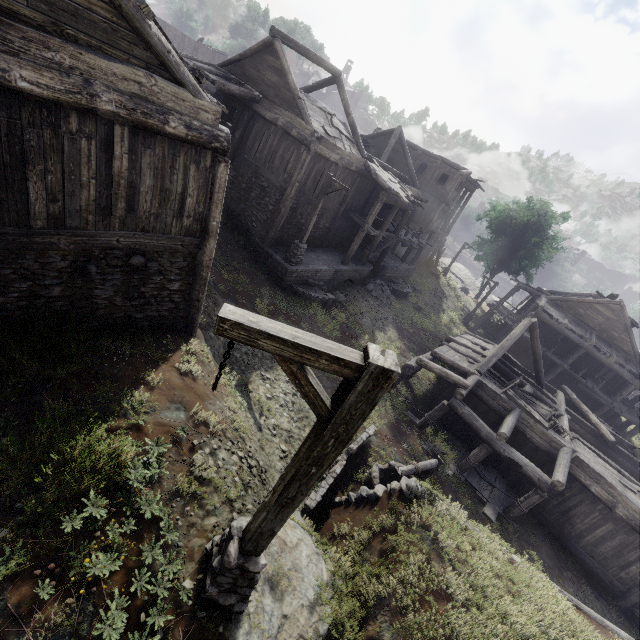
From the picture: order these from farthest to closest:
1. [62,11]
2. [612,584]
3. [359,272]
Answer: [359,272] < [612,584] < [62,11]

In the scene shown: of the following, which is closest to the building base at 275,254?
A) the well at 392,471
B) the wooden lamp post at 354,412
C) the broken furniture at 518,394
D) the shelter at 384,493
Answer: the well at 392,471

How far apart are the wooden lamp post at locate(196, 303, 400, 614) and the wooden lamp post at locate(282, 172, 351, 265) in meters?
13.0

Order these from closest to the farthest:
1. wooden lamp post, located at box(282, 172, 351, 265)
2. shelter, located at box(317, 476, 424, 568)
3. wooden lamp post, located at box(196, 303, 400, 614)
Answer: wooden lamp post, located at box(196, 303, 400, 614) → shelter, located at box(317, 476, 424, 568) → wooden lamp post, located at box(282, 172, 351, 265)

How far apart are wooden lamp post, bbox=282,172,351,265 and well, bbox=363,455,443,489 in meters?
10.1

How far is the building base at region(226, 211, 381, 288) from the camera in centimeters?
1675cm

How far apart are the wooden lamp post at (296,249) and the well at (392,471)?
10.05m
